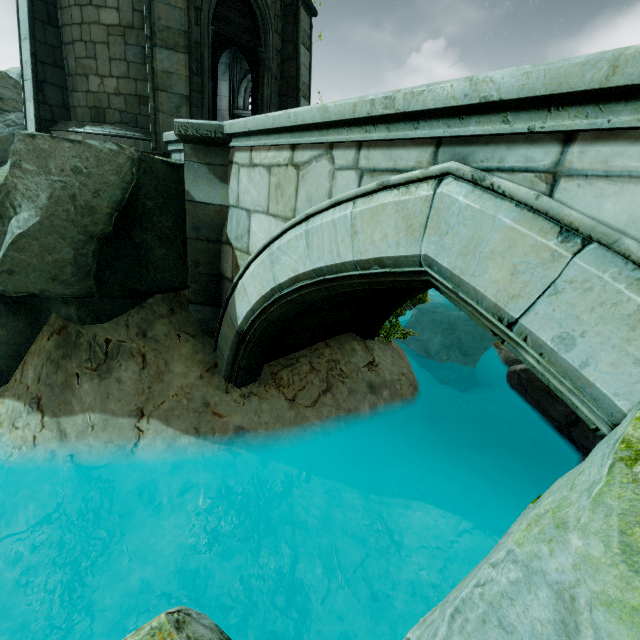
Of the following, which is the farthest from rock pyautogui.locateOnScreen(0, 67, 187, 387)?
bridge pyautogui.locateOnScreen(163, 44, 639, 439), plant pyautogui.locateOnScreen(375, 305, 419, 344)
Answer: plant pyautogui.locateOnScreen(375, 305, 419, 344)

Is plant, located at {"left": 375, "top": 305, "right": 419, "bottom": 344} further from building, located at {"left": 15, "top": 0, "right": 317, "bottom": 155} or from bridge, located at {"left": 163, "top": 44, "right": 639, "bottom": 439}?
building, located at {"left": 15, "top": 0, "right": 317, "bottom": 155}

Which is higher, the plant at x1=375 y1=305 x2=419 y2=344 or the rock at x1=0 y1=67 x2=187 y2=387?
the rock at x1=0 y1=67 x2=187 y2=387

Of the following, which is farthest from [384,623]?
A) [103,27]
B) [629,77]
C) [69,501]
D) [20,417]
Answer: [103,27]

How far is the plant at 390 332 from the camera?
7.98m

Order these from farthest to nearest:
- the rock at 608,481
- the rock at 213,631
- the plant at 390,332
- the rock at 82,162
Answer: the plant at 390,332
the rock at 82,162
the rock at 213,631
the rock at 608,481

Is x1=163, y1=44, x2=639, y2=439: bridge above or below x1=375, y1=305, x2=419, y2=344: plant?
above

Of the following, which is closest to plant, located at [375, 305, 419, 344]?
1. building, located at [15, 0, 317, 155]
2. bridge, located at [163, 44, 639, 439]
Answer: bridge, located at [163, 44, 639, 439]
